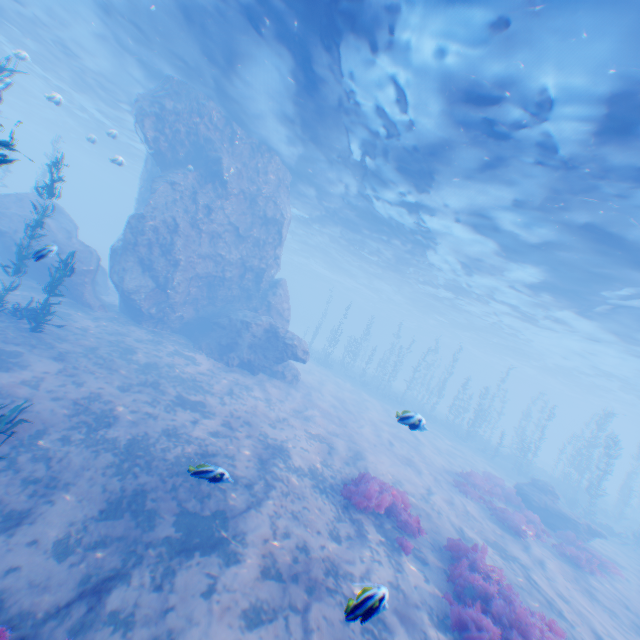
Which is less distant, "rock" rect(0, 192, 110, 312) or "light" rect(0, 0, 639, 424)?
"light" rect(0, 0, 639, 424)

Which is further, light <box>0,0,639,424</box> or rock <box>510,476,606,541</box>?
rock <box>510,476,606,541</box>

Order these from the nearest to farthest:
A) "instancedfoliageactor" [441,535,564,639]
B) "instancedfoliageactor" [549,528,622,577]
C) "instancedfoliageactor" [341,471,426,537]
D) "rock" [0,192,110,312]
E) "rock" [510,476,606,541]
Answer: "instancedfoliageactor" [441,535,564,639] → "instancedfoliageactor" [341,471,426,537] → "instancedfoliageactor" [549,528,622,577] → "rock" [0,192,110,312] → "rock" [510,476,606,541]

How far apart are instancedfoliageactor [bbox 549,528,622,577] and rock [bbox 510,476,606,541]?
2.53m

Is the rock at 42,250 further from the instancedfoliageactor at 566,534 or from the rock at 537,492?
the rock at 537,492

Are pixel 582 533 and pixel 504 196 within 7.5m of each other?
no

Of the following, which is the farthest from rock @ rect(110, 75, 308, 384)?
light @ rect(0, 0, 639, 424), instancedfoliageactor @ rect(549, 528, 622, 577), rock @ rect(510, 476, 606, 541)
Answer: rock @ rect(510, 476, 606, 541)

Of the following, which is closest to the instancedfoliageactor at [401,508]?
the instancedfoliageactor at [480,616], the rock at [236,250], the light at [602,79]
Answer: the instancedfoliageactor at [480,616]
